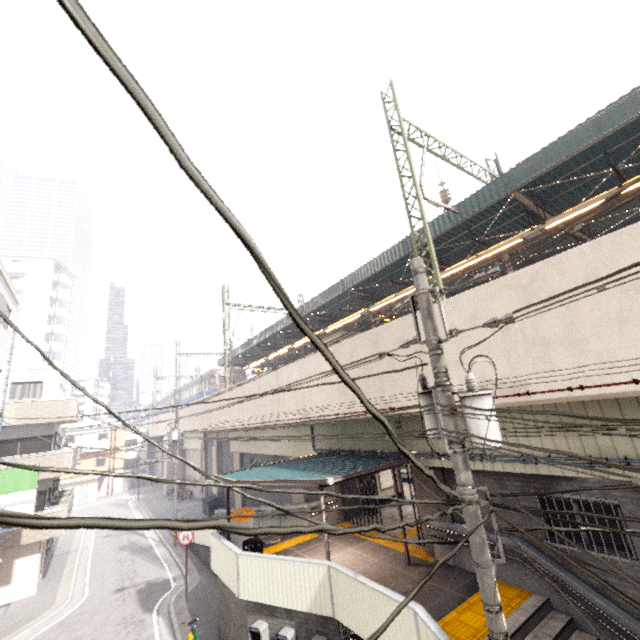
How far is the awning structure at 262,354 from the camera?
26.4 meters

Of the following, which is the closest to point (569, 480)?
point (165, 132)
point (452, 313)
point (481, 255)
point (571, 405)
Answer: point (571, 405)

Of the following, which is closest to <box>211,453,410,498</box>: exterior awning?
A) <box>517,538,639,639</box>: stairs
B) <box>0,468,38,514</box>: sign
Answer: <box>517,538,639,639</box>: stairs

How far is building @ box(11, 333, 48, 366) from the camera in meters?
47.5 m

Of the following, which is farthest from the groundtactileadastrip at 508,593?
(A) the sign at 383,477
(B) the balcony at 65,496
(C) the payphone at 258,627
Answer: (B) the balcony at 65,496

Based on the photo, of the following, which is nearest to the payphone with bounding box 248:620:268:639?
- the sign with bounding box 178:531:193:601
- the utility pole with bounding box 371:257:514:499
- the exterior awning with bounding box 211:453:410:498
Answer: the exterior awning with bounding box 211:453:410:498

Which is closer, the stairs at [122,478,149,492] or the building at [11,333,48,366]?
the stairs at [122,478,149,492]

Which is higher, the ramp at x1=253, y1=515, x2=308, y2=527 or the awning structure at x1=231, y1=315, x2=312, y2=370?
the awning structure at x1=231, y1=315, x2=312, y2=370
